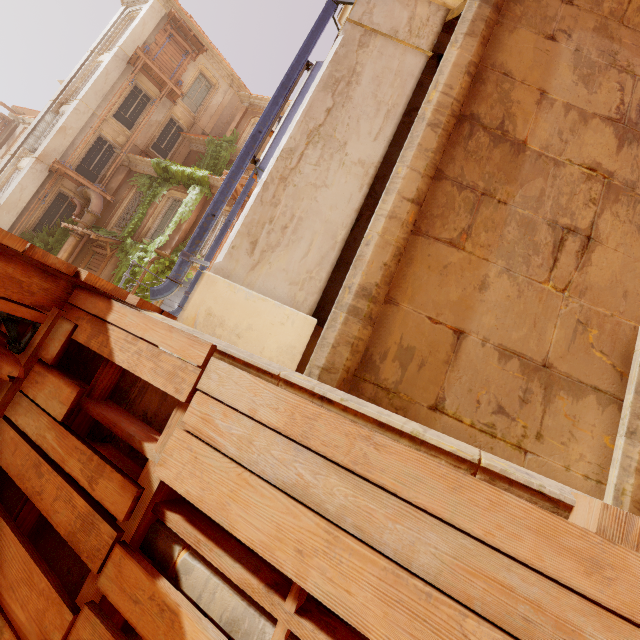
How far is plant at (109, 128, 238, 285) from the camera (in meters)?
15.47

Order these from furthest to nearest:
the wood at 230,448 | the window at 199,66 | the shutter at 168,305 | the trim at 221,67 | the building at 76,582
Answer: the window at 199,66
the trim at 221,67
the shutter at 168,305
the building at 76,582
the wood at 230,448

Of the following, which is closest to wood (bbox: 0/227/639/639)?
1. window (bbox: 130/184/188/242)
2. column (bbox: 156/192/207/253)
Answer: column (bbox: 156/192/207/253)

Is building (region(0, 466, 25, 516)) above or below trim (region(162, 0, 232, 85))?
below

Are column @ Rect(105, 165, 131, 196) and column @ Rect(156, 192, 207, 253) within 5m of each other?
yes

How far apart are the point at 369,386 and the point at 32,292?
2.3 meters

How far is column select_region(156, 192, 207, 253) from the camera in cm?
1531

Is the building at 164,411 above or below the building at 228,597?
above
